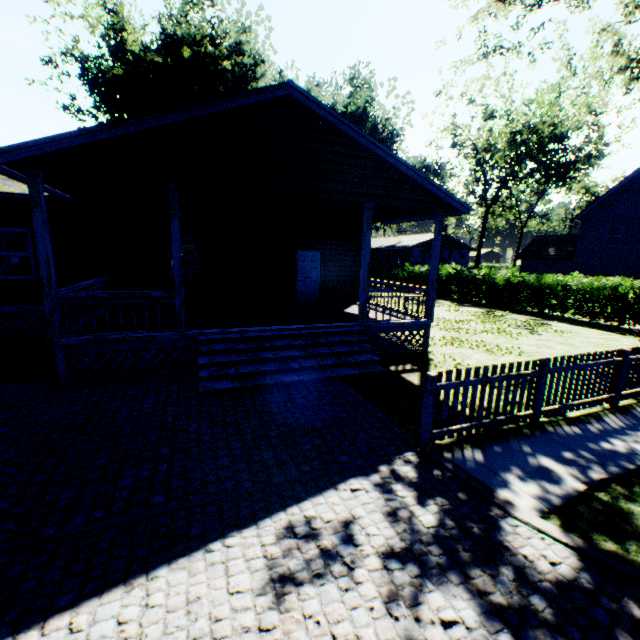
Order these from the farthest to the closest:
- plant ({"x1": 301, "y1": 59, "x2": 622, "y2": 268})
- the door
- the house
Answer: plant ({"x1": 301, "y1": 59, "x2": 622, "y2": 268}), the door, the house

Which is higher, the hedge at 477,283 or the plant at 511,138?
the plant at 511,138

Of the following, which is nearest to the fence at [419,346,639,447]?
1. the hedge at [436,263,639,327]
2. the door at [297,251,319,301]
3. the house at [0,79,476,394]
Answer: the house at [0,79,476,394]

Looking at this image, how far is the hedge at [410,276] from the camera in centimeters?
2850cm

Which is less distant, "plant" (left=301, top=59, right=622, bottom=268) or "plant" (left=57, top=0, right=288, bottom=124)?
"plant" (left=57, top=0, right=288, bottom=124)

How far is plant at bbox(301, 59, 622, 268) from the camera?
37.3 meters

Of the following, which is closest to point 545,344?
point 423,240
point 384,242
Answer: point 423,240

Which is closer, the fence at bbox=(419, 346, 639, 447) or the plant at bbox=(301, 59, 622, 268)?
the fence at bbox=(419, 346, 639, 447)
